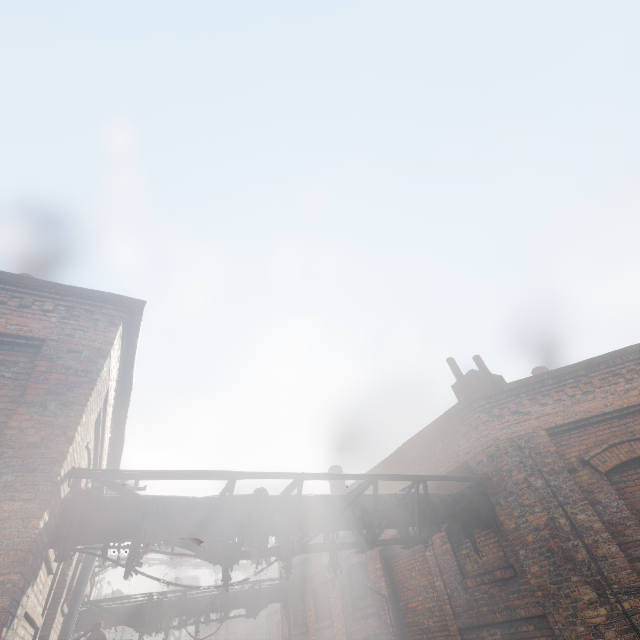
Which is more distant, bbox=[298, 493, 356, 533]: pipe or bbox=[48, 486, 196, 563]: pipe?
bbox=[298, 493, 356, 533]: pipe

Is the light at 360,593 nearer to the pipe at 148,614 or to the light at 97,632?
the pipe at 148,614

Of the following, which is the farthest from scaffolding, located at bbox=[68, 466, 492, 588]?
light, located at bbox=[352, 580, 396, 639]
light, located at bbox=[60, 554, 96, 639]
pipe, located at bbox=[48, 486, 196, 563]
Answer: light, located at bbox=[60, 554, 96, 639]

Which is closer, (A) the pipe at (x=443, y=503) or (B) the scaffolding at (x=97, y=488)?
(B) the scaffolding at (x=97, y=488)

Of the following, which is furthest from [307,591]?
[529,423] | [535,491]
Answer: [529,423]

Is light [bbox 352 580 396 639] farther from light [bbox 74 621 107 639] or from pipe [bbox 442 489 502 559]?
light [bbox 74 621 107 639]

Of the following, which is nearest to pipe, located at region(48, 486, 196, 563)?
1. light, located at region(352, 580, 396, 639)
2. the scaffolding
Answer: the scaffolding
